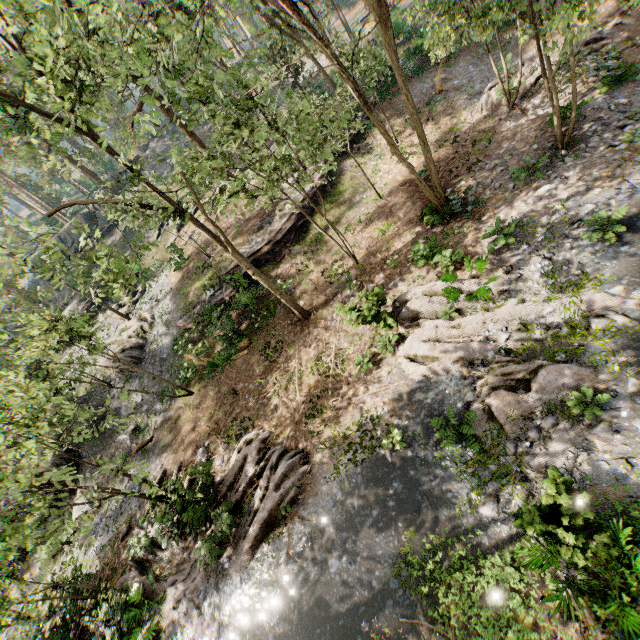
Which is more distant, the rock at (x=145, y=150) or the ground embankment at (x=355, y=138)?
the rock at (x=145, y=150)

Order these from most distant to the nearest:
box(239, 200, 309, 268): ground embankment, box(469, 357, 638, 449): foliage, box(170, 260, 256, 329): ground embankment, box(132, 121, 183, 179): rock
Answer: box(132, 121, 183, 179): rock
box(239, 200, 309, 268): ground embankment
box(170, 260, 256, 329): ground embankment
box(469, 357, 638, 449): foliage

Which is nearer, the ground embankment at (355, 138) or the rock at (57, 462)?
the rock at (57, 462)

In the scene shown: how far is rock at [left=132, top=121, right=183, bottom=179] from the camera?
45.9m

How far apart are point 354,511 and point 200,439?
9.7 meters

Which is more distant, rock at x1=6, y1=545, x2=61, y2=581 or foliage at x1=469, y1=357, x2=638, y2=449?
rock at x1=6, y1=545, x2=61, y2=581

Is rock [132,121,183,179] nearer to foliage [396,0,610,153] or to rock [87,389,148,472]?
foliage [396,0,610,153]
